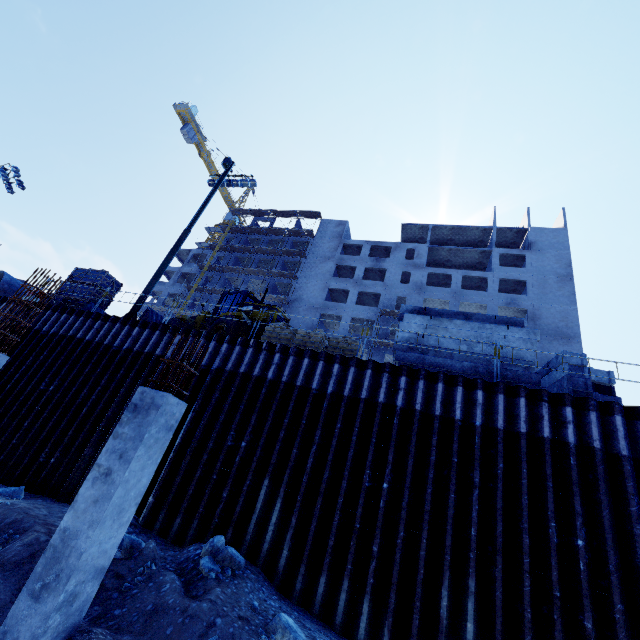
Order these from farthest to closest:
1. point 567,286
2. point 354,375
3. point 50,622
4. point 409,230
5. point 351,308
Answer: point 409,230, point 351,308, point 567,286, point 354,375, point 50,622

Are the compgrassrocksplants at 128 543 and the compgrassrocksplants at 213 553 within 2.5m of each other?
yes

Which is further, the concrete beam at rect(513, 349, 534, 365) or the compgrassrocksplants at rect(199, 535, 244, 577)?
the concrete beam at rect(513, 349, 534, 365)

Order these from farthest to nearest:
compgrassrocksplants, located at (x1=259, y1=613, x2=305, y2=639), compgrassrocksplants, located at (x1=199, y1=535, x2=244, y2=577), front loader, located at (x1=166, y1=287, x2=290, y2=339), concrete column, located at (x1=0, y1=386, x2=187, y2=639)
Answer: front loader, located at (x1=166, y1=287, x2=290, y2=339)
compgrassrocksplants, located at (x1=199, y1=535, x2=244, y2=577)
compgrassrocksplants, located at (x1=259, y1=613, x2=305, y2=639)
concrete column, located at (x1=0, y1=386, x2=187, y2=639)

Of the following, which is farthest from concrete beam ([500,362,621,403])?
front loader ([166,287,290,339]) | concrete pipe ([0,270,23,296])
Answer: concrete pipe ([0,270,23,296])

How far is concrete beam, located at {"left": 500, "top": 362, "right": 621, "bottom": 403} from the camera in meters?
8.5

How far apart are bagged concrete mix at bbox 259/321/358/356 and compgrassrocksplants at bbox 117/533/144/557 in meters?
6.5 m

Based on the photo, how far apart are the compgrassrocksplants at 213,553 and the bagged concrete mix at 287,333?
5.73m
